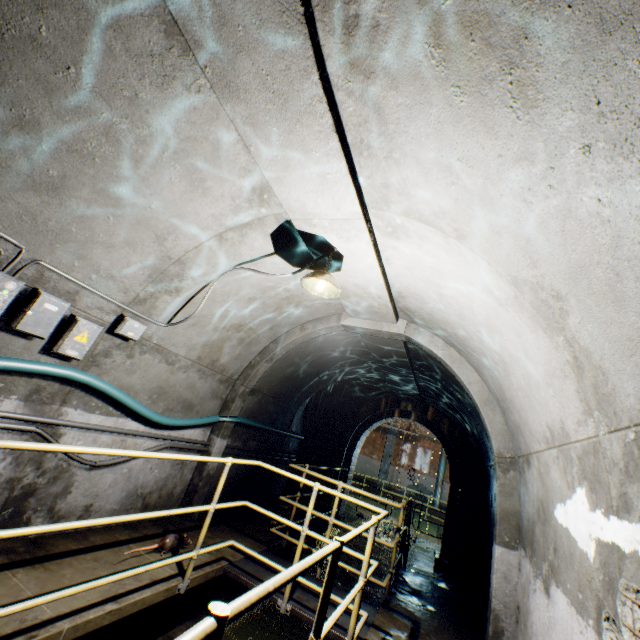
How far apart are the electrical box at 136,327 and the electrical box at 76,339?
0.13m

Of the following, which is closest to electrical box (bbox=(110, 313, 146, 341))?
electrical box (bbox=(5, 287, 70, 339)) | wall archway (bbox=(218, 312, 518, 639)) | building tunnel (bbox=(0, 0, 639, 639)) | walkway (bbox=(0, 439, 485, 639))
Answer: building tunnel (bbox=(0, 0, 639, 639))

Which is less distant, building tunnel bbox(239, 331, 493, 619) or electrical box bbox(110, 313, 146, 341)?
electrical box bbox(110, 313, 146, 341)

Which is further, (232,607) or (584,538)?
(584,538)

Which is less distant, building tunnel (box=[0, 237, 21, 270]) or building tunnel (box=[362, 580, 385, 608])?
building tunnel (box=[0, 237, 21, 270])

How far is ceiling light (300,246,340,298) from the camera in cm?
332

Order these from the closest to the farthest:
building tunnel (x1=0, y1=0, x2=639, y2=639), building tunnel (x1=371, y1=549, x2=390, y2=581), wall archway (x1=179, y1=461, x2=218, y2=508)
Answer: building tunnel (x1=0, y1=0, x2=639, y2=639) < wall archway (x1=179, y1=461, x2=218, y2=508) < building tunnel (x1=371, y1=549, x2=390, y2=581)

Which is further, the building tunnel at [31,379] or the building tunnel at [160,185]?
the building tunnel at [31,379]
